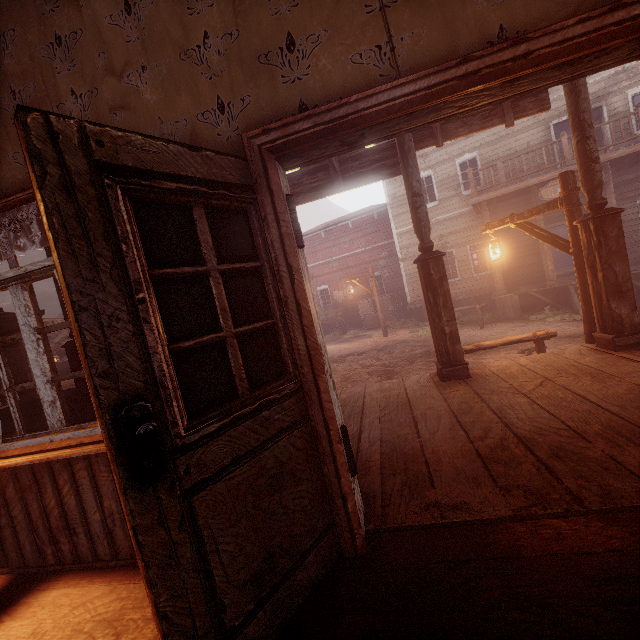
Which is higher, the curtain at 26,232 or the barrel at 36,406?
the curtain at 26,232

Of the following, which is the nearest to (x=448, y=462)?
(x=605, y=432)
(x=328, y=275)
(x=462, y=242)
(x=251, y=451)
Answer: (x=605, y=432)

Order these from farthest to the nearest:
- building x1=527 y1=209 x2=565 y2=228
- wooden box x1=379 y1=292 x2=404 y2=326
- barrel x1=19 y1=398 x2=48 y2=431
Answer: wooden box x1=379 y1=292 x2=404 y2=326 < building x1=527 y1=209 x2=565 y2=228 < barrel x1=19 y1=398 x2=48 y2=431

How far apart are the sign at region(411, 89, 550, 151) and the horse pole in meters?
3.3 m

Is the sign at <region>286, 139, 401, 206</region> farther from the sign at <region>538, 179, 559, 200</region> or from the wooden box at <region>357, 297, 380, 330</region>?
the wooden box at <region>357, 297, 380, 330</region>

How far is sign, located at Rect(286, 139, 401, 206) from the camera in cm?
476

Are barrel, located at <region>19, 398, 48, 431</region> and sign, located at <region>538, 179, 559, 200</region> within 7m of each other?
no

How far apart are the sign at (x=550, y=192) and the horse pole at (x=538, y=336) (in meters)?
7.47
